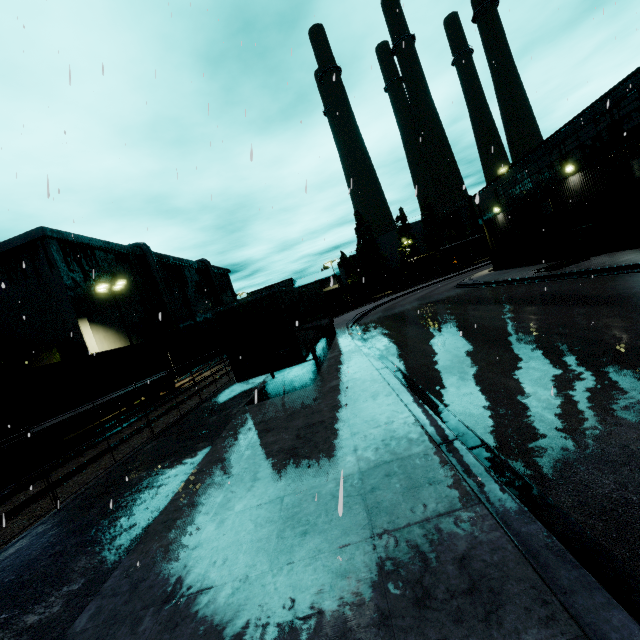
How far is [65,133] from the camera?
9.1m

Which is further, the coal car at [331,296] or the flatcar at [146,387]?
the coal car at [331,296]

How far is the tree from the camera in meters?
25.2

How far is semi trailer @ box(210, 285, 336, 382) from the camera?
11.34m

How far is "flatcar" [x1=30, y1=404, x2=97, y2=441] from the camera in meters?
13.4

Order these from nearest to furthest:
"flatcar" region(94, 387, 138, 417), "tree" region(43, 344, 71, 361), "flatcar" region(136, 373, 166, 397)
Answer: "flatcar" region(94, 387, 138, 417)
"flatcar" region(136, 373, 166, 397)
"tree" region(43, 344, 71, 361)

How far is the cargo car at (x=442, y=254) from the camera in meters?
57.8 m

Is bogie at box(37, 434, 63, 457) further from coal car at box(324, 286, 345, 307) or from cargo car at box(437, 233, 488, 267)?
cargo car at box(437, 233, 488, 267)
